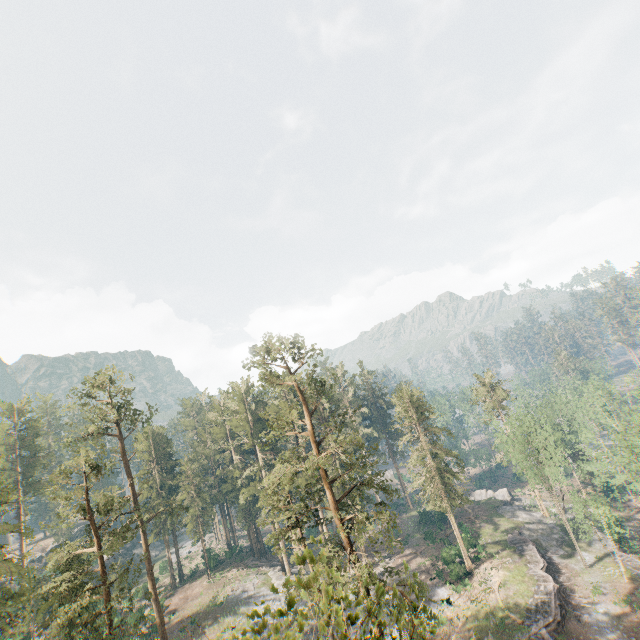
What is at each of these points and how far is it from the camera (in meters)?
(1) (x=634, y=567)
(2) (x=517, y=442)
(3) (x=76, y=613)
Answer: (1) ground embankment, 37.81
(2) foliage, 42.59
(3) foliage, 26.08

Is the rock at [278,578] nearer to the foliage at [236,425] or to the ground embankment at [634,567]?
the foliage at [236,425]

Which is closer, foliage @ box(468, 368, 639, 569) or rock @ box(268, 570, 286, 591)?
foliage @ box(468, 368, 639, 569)

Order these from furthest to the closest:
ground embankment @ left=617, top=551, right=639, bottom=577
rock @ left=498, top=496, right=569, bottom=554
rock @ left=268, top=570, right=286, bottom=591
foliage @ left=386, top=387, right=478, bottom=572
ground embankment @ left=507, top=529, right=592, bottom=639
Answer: rock @ left=268, top=570, right=286, bottom=591 → rock @ left=498, top=496, right=569, bottom=554 → foliage @ left=386, top=387, right=478, bottom=572 → ground embankment @ left=617, top=551, right=639, bottom=577 → ground embankment @ left=507, top=529, right=592, bottom=639

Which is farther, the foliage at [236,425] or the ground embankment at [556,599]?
the ground embankment at [556,599]

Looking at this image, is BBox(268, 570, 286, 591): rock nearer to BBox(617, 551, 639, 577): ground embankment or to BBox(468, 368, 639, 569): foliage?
BBox(468, 368, 639, 569): foliage

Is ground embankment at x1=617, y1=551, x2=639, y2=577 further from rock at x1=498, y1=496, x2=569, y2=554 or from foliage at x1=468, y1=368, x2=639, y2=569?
rock at x1=498, y1=496, x2=569, y2=554

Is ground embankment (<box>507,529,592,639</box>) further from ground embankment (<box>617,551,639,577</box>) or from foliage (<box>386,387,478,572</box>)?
ground embankment (<box>617,551,639,577</box>)
